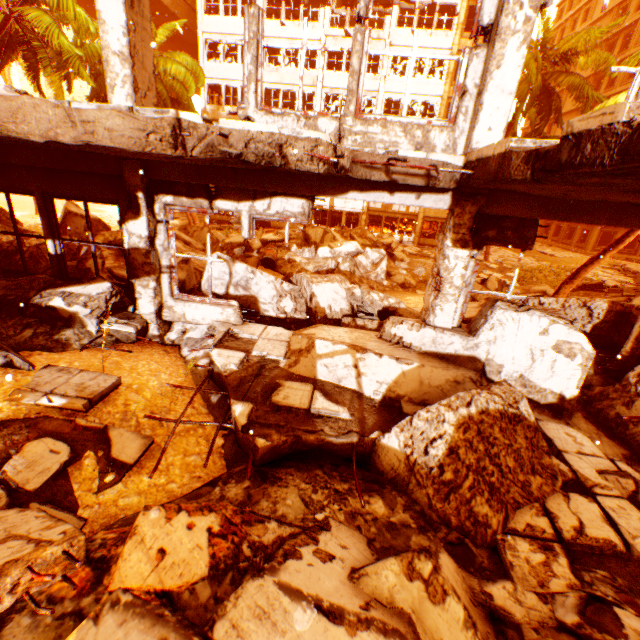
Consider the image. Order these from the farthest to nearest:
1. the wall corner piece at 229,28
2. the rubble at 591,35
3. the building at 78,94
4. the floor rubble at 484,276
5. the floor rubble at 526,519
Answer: the building at 78,94
the wall corner piece at 229,28
the rubble at 591,35
the floor rubble at 484,276
the floor rubble at 526,519

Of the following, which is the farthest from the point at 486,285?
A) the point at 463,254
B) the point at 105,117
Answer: the point at 105,117

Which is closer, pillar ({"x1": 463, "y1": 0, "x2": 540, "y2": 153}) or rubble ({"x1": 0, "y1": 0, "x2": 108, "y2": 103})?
pillar ({"x1": 463, "y1": 0, "x2": 540, "y2": 153})

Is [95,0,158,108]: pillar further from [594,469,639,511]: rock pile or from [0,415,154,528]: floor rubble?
[0,415,154,528]: floor rubble

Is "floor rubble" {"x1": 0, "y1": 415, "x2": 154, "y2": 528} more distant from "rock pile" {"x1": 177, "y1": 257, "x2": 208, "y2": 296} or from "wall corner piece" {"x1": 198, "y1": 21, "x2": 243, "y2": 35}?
"wall corner piece" {"x1": 198, "y1": 21, "x2": 243, "y2": 35}

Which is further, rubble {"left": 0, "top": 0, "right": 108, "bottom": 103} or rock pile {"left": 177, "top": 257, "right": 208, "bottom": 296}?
rubble {"left": 0, "top": 0, "right": 108, "bottom": 103}

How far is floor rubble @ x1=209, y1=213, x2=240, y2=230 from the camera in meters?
23.7 m

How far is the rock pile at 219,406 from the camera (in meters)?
4.62
